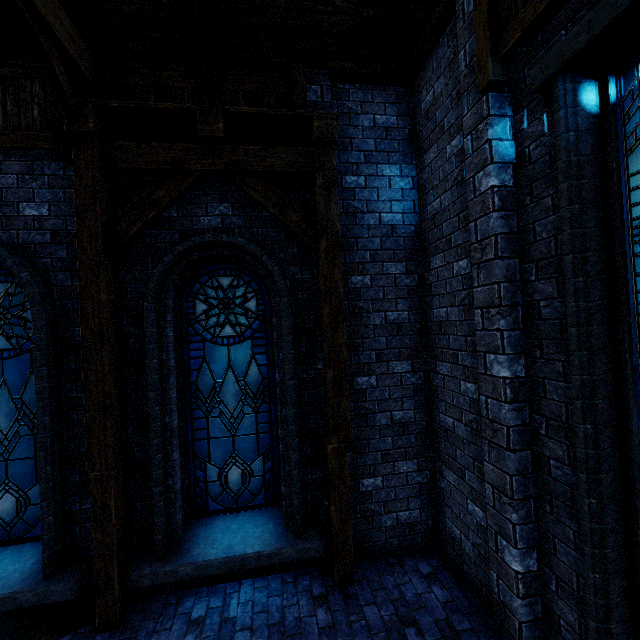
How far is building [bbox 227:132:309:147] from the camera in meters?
4.5 m

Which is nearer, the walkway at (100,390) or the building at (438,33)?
the building at (438,33)

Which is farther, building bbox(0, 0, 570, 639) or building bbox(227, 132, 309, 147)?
building bbox(227, 132, 309, 147)

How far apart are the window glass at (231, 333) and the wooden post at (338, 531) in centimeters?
76cm

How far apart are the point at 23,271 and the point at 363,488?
5.3 meters

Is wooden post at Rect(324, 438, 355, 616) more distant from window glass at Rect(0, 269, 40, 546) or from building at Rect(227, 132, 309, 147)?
window glass at Rect(0, 269, 40, 546)

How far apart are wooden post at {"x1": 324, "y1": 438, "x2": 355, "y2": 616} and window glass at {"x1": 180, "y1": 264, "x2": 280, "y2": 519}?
0.76m

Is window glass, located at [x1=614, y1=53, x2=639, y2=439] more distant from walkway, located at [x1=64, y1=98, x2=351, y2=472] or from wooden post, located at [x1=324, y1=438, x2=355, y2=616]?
walkway, located at [x1=64, y1=98, x2=351, y2=472]
